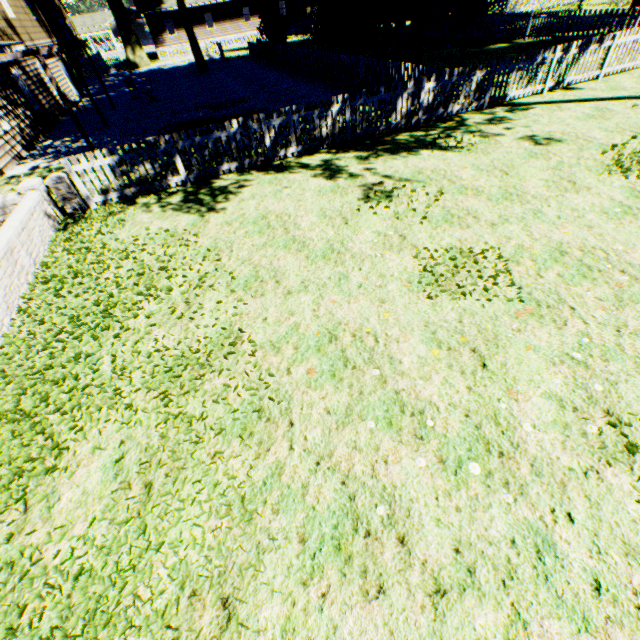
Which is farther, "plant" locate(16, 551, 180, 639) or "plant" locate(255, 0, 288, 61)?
"plant" locate(255, 0, 288, 61)

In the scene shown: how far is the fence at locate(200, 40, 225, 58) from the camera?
31.8m

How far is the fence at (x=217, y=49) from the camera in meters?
31.8

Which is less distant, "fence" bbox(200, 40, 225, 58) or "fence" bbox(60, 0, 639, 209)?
"fence" bbox(60, 0, 639, 209)

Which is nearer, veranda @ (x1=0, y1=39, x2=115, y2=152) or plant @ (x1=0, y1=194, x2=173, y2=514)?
plant @ (x1=0, y1=194, x2=173, y2=514)

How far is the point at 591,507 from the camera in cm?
274

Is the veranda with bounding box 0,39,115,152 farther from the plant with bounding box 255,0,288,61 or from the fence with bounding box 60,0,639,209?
the plant with bounding box 255,0,288,61

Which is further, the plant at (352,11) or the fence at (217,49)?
the fence at (217,49)
